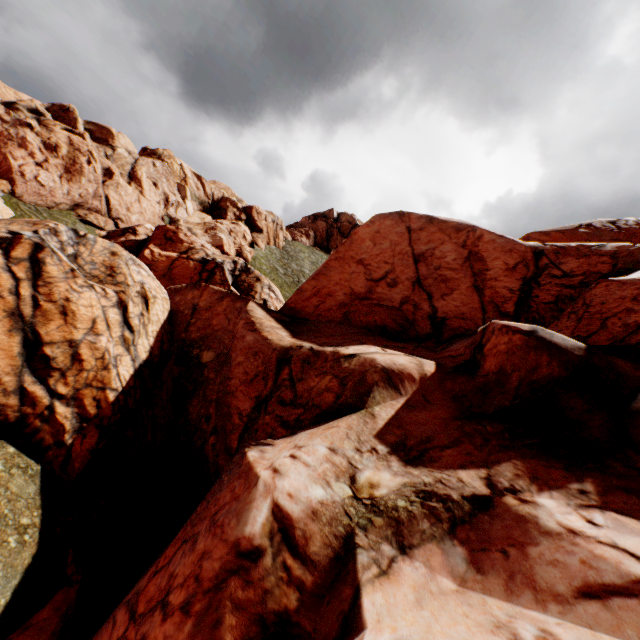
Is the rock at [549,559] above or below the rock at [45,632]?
above

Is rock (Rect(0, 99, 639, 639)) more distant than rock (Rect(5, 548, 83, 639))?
No

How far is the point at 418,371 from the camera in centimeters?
1182cm

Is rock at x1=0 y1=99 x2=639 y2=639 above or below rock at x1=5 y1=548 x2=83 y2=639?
above

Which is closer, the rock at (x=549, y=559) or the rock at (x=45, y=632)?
the rock at (x=549, y=559)
